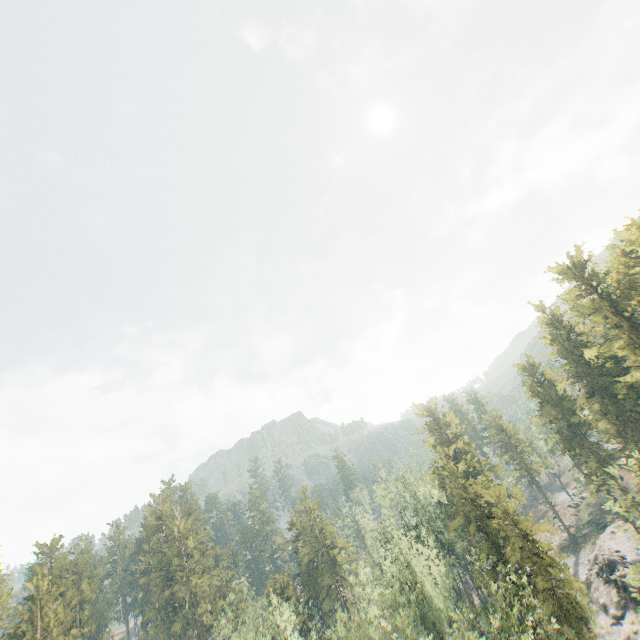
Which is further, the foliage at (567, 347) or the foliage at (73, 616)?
the foliage at (73, 616)

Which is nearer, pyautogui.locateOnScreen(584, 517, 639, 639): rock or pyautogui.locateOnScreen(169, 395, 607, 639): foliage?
pyautogui.locateOnScreen(169, 395, 607, 639): foliage

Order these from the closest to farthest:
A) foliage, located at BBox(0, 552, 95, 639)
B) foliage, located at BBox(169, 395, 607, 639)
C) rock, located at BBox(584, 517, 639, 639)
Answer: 1. foliage, located at BBox(169, 395, 607, 639)
2. rock, located at BBox(584, 517, 639, 639)
3. foliage, located at BBox(0, 552, 95, 639)

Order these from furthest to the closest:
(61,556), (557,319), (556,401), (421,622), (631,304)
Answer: (61,556)
(557,319)
(556,401)
(631,304)
(421,622)

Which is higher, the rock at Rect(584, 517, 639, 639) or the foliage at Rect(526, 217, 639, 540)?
the foliage at Rect(526, 217, 639, 540)

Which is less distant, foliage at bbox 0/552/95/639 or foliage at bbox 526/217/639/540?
foliage at bbox 526/217/639/540
